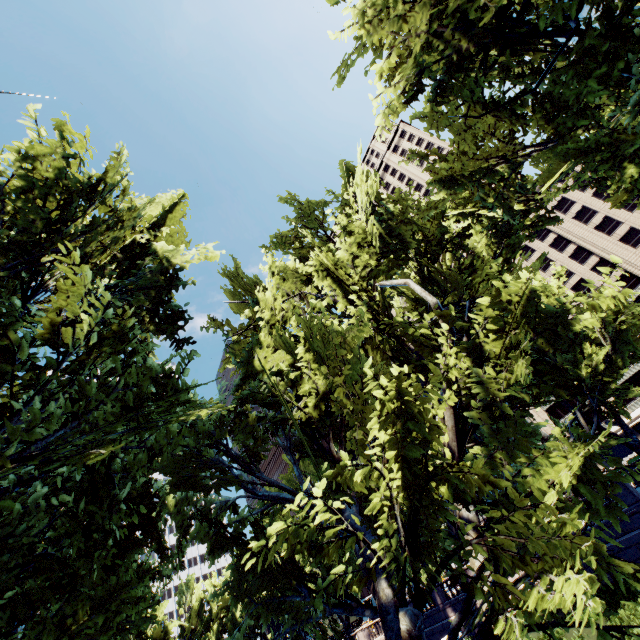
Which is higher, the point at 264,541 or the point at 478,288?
the point at 478,288

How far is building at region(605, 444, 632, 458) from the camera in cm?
5298

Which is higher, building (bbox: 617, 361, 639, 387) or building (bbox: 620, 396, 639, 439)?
building (bbox: 617, 361, 639, 387)

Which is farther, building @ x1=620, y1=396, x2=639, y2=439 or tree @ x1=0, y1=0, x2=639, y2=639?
building @ x1=620, y1=396, x2=639, y2=439

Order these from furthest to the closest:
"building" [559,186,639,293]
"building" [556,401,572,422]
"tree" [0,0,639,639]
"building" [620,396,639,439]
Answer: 1. "building" [556,401,572,422]
2. "building" [559,186,639,293]
3. "building" [620,396,639,439]
4. "tree" [0,0,639,639]

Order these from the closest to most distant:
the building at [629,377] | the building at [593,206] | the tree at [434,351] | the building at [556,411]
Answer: the tree at [434,351], the building at [629,377], the building at [593,206], the building at [556,411]

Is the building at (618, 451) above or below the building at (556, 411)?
below
